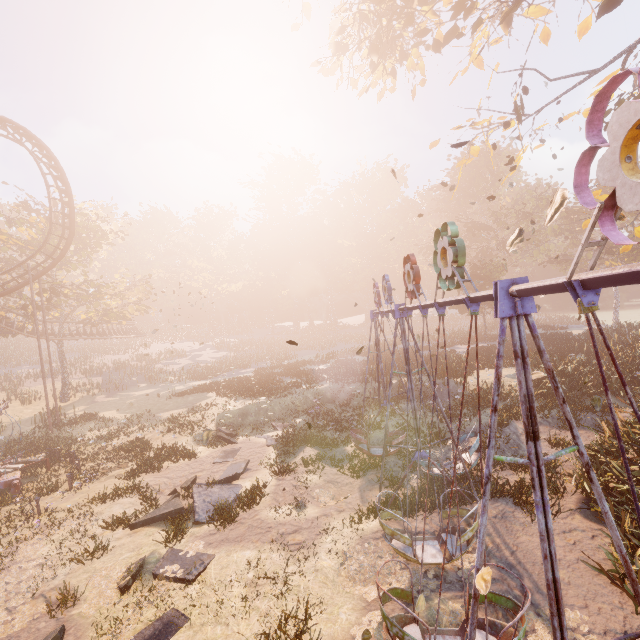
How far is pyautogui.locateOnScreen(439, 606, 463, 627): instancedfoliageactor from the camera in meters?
6.2

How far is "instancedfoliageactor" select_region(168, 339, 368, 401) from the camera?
25.2 meters

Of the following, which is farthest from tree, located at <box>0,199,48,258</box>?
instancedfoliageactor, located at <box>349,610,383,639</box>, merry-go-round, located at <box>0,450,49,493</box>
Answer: instancedfoliageactor, located at <box>349,610,383,639</box>

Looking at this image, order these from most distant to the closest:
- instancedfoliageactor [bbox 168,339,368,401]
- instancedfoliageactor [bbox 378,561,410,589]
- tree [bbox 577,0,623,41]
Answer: instancedfoliageactor [bbox 168,339,368,401]
tree [bbox 577,0,623,41]
instancedfoliageactor [bbox 378,561,410,589]

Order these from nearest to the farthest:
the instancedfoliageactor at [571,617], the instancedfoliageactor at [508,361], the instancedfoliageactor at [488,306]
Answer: the instancedfoliageactor at [571,617]
the instancedfoliageactor at [508,361]
the instancedfoliageactor at [488,306]

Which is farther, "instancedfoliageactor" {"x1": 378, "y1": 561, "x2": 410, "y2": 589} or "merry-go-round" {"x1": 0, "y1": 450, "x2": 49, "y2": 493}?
"merry-go-round" {"x1": 0, "y1": 450, "x2": 49, "y2": 493}

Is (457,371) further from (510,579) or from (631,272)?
(631,272)

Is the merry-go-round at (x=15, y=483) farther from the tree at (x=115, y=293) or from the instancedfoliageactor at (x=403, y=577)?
the tree at (x=115, y=293)
